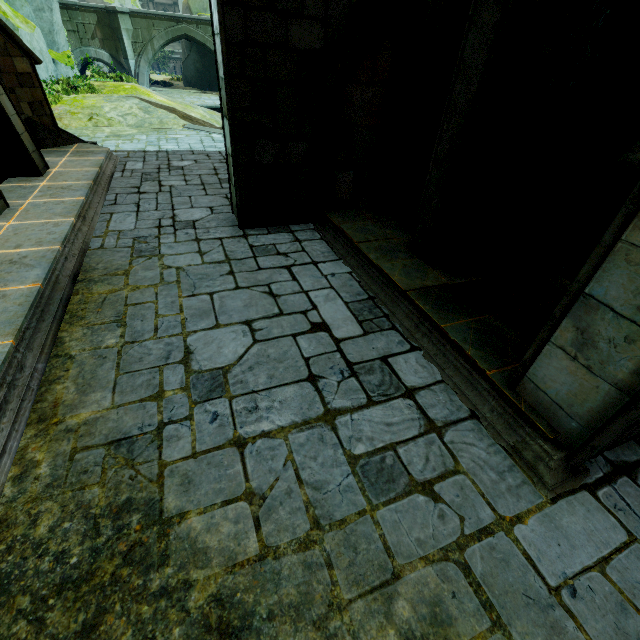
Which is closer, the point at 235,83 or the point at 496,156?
the point at 496,156

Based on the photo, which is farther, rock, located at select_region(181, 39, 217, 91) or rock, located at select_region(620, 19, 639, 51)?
rock, located at select_region(181, 39, 217, 91)

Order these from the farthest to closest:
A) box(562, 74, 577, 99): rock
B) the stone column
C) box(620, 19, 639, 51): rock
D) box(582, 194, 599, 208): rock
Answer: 1. box(582, 194, 599, 208): rock
2. box(562, 74, 577, 99): rock
3. box(620, 19, 639, 51): rock
4. the stone column

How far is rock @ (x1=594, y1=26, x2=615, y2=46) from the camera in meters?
5.0 m

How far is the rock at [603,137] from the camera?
5.40m

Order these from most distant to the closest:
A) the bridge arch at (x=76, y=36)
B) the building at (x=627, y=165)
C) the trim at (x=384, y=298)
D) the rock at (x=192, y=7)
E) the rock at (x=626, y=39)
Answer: the rock at (x=192, y=7)
the bridge arch at (x=76, y=36)
the rock at (x=626, y=39)
the trim at (x=384, y=298)
the building at (x=627, y=165)

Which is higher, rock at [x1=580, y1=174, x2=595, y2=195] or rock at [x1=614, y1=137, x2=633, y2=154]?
rock at [x1=614, y1=137, x2=633, y2=154]
